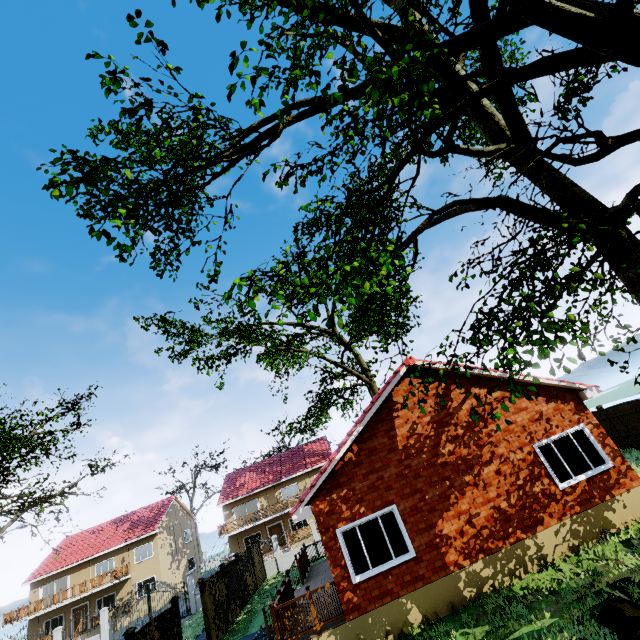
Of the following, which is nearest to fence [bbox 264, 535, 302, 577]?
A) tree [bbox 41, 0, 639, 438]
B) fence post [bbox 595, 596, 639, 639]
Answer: tree [bbox 41, 0, 639, 438]

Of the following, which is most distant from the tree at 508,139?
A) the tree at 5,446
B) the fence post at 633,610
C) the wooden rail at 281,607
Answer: the wooden rail at 281,607

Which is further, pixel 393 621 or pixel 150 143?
pixel 393 621

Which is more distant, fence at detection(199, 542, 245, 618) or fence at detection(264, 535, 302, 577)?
fence at detection(264, 535, 302, 577)

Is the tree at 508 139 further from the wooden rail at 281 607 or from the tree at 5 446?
the wooden rail at 281 607

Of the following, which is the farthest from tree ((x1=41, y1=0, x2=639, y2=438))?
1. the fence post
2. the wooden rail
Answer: the wooden rail

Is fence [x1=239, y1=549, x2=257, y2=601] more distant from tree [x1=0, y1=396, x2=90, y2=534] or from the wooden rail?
the wooden rail

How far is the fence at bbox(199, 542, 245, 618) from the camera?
17.25m
